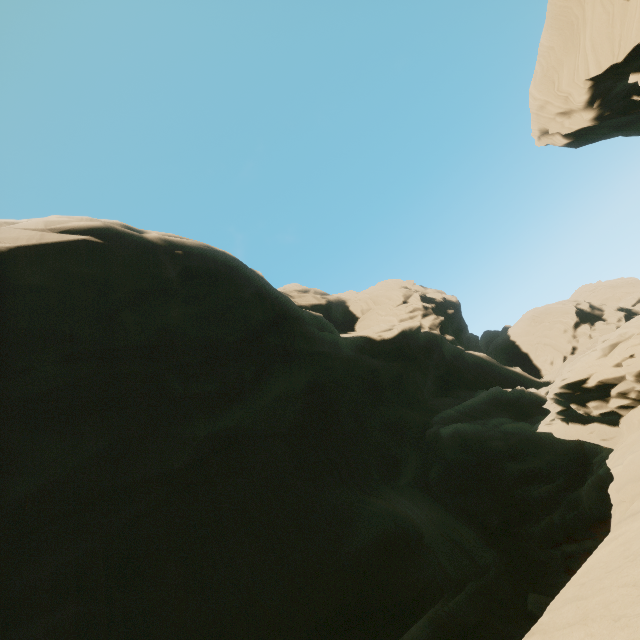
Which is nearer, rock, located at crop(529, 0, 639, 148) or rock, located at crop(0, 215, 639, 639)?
rock, located at crop(0, 215, 639, 639)

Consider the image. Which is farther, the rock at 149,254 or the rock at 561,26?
the rock at 561,26

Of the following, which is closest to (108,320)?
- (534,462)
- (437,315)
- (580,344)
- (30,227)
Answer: (30,227)
